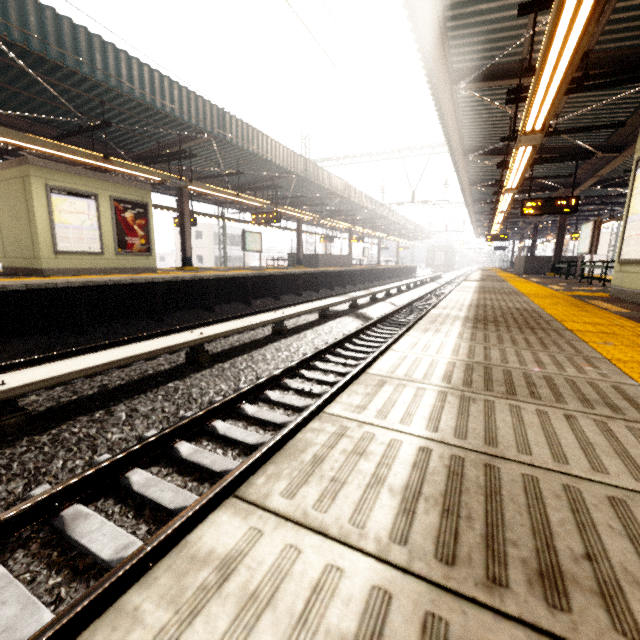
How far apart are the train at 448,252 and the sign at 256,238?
38.2 meters

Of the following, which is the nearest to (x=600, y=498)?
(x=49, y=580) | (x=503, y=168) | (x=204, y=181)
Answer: Answer: (x=49, y=580)

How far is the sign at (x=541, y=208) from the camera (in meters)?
9.91

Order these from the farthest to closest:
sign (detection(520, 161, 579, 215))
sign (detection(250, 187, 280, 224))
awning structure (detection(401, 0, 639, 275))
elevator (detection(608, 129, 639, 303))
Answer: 1. sign (detection(250, 187, 280, 224))
2. sign (detection(520, 161, 579, 215))
3. elevator (detection(608, 129, 639, 303))
4. awning structure (detection(401, 0, 639, 275))

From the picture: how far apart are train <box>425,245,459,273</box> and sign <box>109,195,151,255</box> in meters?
45.9

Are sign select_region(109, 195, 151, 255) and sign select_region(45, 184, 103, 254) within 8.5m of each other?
yes

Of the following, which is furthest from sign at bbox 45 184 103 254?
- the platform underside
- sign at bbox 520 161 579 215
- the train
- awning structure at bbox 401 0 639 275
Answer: the train

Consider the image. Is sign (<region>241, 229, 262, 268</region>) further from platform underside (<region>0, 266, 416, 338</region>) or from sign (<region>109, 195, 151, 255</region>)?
sign (<region>109, 195, 151, 255</region>)
